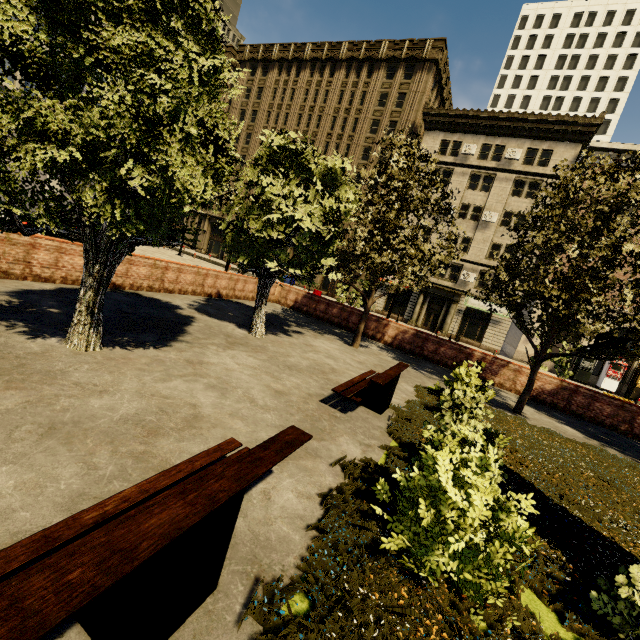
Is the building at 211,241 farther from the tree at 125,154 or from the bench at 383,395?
the bench at 383,395

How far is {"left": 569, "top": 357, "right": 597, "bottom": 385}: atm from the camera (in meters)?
27.03

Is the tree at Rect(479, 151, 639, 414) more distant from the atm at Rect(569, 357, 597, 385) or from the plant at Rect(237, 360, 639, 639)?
the atm at Rect(569, 357, 597, 385)

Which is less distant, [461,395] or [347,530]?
[347,530]

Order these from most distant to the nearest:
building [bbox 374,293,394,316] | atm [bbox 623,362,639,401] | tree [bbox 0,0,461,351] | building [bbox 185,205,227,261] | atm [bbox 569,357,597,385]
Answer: building [bbox 185,205,227,261] < building [bbox 374,293,394,316] < atm [bbox 569,357,597,385] < atm [bbox 623,362,639,401] < tree [bbox 0,0,461,351]

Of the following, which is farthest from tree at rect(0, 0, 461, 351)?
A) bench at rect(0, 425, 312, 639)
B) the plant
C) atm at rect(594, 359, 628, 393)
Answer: atm at rect(594, 359, 628, 393)

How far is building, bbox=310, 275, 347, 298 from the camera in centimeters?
3912cm
